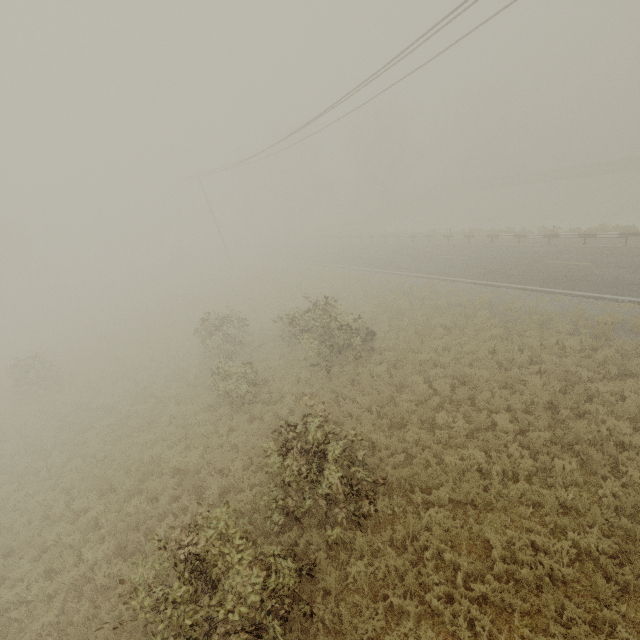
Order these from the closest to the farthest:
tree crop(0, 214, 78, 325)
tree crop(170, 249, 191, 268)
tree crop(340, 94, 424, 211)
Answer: tree crop(0, 214, 78, 325) < tree crop(340, 94, 424, 211) < tree crop(170, 249, 191, 268)

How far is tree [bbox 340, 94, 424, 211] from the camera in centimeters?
4988cm

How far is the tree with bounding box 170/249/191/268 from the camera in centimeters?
5666cm

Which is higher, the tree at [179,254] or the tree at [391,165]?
the tree at [391,165]

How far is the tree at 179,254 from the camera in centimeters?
5666cm

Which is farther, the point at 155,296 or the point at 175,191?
the point at 175,191

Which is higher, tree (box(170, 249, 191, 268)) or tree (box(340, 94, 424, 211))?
tree (box(340, 94, 424, 211))

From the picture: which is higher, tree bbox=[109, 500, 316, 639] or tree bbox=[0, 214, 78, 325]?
tree bbox=[0, 214, 78, 325]
